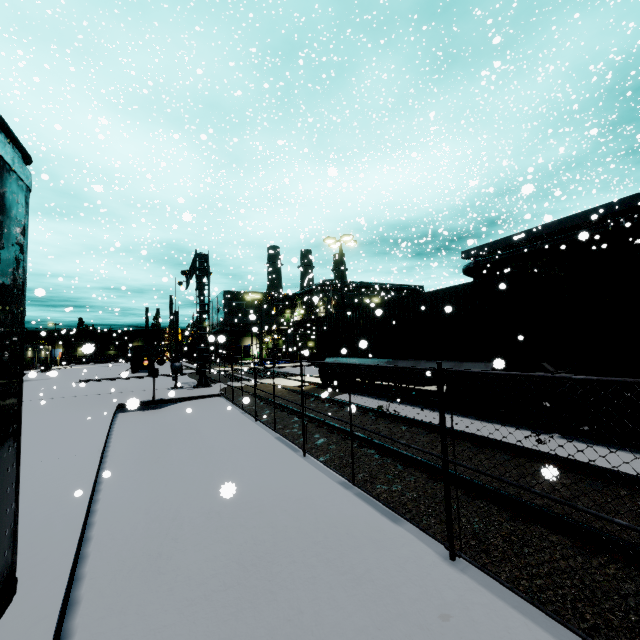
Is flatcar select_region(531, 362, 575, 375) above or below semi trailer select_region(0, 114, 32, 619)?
above

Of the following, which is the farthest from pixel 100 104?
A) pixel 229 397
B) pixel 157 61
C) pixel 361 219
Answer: pixel 229 397

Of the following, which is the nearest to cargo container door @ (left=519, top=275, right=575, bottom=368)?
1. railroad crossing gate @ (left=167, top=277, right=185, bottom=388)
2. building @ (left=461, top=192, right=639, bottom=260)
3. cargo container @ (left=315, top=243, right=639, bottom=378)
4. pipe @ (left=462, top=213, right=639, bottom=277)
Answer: cargo container @ (left=315, top=243, right=639, bottom=378)

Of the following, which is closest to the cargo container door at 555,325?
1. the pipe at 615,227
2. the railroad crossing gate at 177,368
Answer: the pipe at 615,227

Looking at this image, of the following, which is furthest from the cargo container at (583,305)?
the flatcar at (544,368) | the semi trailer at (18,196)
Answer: the semi trailer at (18,196)

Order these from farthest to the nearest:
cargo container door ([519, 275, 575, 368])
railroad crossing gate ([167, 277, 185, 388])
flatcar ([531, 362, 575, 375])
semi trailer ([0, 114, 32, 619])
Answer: railroad crossing gate ([167, 277, 185, 388]) < cargo container door ([519, 275, 575, 368]) < flatcar ([531, 362, 575, 375]) < semi trailer ([0, 114, 32, 619])

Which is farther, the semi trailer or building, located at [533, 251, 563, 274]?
building, located at [533, 251, 563, 274]

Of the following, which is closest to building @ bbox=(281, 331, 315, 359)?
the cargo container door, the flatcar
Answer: the flatcar
